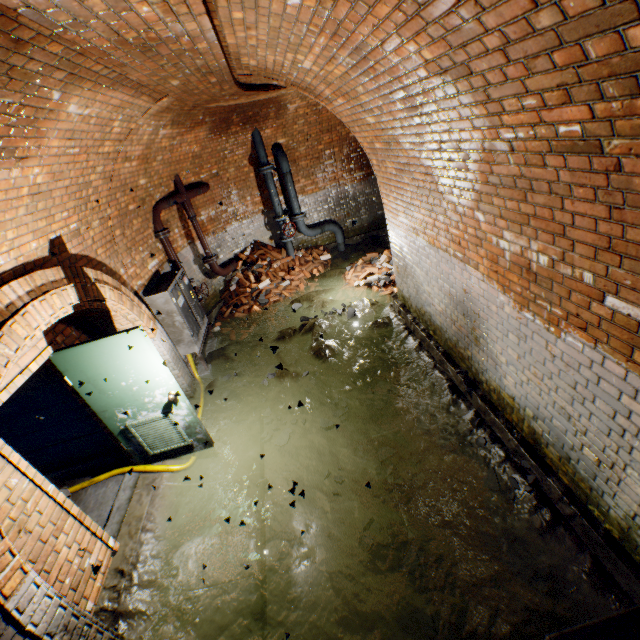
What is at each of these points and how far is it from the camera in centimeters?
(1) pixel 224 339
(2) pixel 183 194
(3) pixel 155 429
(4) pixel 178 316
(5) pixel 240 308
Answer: (1) building tunnel, 765cm
(2) pipe, 704cm
(3) door, 433cm
(4) electrical box, 573cm
(5) brick pile, 816cm

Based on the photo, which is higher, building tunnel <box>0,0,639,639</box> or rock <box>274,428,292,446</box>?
rock <box>274,428,292,446</box>

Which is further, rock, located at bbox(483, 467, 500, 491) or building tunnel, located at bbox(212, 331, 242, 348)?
building tunnel, located at bbox(212, 331, 242, 348)

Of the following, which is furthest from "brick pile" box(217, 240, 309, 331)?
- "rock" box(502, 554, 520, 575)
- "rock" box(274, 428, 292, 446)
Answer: "rock" box(502, 554, 520, 575)

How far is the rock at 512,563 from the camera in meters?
2.9 m

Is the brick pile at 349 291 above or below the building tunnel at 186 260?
below

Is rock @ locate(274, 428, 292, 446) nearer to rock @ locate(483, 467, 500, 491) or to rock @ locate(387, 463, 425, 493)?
rock @ locate(387, 463, 425, 493)

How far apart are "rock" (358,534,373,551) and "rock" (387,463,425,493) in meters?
0.4
